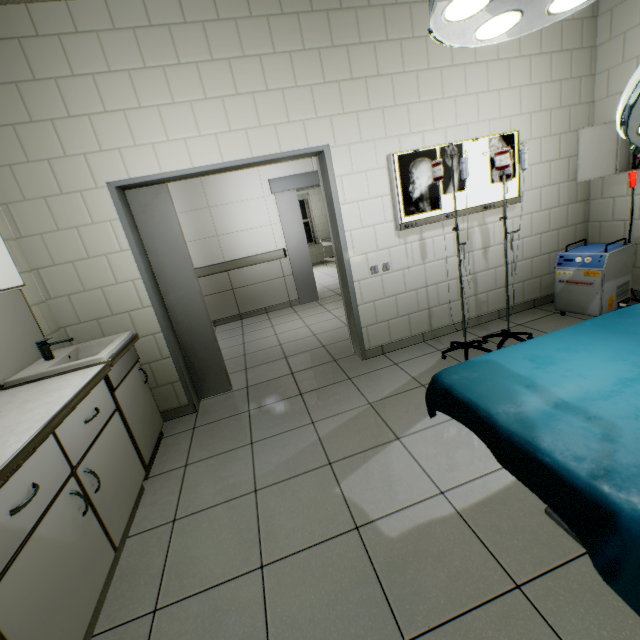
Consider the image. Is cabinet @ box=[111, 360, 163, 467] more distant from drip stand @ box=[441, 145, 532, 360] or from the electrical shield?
the electrical shield

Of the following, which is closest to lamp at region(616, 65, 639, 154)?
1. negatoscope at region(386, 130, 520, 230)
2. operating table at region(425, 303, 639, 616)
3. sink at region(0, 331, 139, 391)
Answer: operating table at region(425, 303, 639, 616)

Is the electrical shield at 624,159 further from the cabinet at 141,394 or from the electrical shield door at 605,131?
the cabinet at 141,394

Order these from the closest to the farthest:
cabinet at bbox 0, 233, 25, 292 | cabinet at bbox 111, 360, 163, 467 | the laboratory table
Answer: the laboratory table, cabinet at bbox 0, 233, 25, 292, cabinet at bbox 111, 360, 163, 467

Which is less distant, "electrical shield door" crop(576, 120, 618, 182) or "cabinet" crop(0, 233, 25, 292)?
"cabinet" crop(0, 233, 25, 292)

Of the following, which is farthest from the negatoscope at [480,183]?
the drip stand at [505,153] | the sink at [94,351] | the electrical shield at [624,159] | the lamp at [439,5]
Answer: the sink at [94,351]

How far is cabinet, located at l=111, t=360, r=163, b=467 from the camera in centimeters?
221cm

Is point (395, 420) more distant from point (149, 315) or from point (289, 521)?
point (149, 315)
